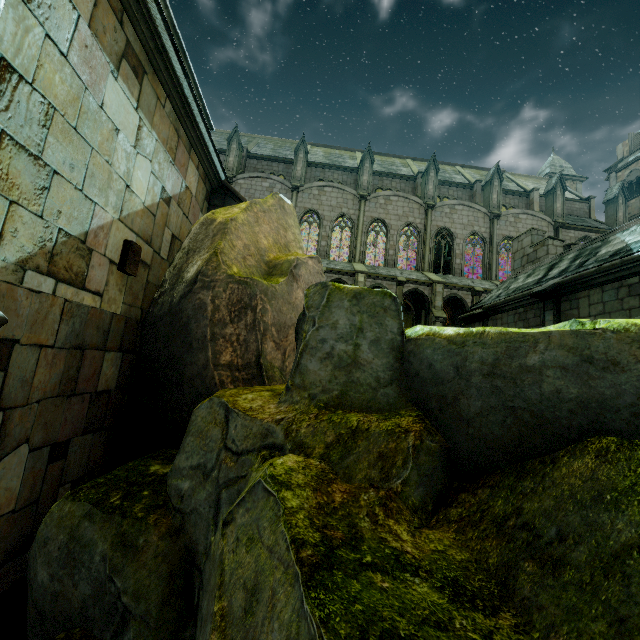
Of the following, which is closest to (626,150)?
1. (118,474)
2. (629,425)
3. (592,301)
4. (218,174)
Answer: (592,301)

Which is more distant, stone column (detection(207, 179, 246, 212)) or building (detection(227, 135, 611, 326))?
building (detection(227, 135, 611, 326))

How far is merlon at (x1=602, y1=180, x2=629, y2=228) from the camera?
29.6 meters

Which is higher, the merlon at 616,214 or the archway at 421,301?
the merlon at 616,214

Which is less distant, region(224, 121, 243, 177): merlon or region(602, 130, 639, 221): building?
region(224, 121, 243, 177): merlon

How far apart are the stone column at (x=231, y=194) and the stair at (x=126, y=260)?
2.9 meters

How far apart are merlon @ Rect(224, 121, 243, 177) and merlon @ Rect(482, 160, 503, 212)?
22.56m

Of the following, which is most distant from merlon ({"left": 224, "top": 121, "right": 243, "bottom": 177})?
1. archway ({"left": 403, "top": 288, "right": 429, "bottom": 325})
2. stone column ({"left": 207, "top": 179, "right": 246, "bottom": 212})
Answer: stone column ({"left": 207, "top": 179, "right": 246, "bottom": 212})
